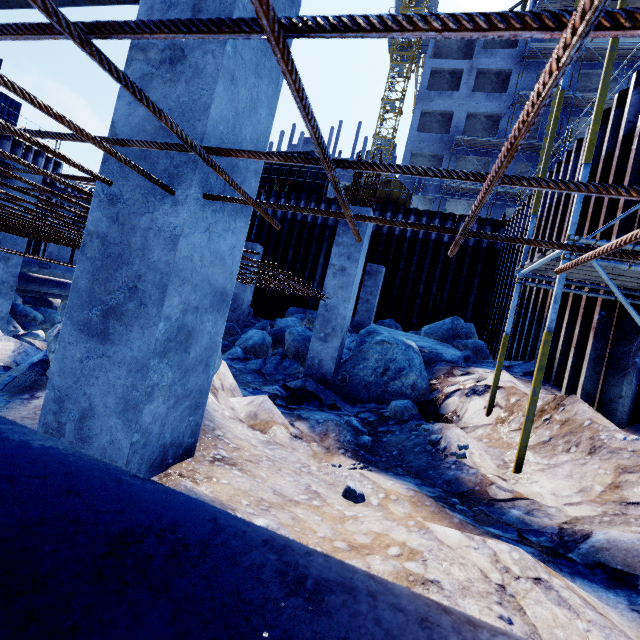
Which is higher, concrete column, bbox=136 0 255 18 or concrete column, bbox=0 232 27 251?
concrete column, bbox=136 0 255 18

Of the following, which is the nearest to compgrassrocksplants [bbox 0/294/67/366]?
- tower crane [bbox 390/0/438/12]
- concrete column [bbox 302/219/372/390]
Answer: concrete column [bbox 302/219/372/390]

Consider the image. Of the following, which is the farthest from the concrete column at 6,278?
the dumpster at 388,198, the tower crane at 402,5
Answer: the tower crane at 402,5

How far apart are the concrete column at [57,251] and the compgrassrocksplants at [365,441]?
17.27m

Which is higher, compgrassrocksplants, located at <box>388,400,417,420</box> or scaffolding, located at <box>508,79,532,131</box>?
scaffolding, located at <box>508,79,532,131</box>

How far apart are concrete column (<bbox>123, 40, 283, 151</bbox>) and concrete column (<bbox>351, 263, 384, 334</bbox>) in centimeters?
932cm

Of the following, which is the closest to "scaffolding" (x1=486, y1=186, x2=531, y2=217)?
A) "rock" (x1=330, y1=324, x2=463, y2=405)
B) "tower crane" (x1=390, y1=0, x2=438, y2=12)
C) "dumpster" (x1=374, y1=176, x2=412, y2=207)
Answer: "dumpster" (x1=374, y1=176, x2=412, y2=207)

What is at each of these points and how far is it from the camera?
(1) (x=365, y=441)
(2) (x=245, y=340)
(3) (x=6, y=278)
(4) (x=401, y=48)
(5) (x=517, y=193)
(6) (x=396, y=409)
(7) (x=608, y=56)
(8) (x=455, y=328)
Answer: (1) compgrassrocksplants, 4.36m
(2) compgrassrocksplants, 9.91m
(3) concrete column, 9.26m
(4) tower crane, 45.19m
(5) scaffolding, 26.19m
(6) compgrassrocksplants, 5.05m
(7) scaffolding, 3.65m
(8) compgrassrocksplants, 9.62m
